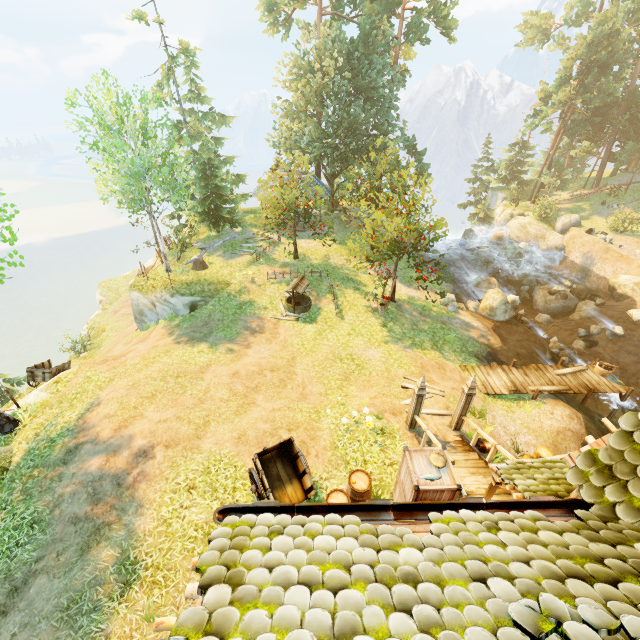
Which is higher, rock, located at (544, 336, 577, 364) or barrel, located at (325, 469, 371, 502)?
barrel, located at (325, 469, 371, 502)

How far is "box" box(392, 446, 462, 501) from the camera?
7.2m

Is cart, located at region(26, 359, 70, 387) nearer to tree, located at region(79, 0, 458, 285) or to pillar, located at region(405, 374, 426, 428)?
tree, located at region(79, 0, 458, 285)

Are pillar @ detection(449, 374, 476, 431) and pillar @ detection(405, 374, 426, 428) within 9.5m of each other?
yes

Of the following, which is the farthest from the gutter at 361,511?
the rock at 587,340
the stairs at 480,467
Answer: the rock at 587,340

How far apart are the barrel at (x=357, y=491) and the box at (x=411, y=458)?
0.6m

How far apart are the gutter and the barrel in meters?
4.7 m

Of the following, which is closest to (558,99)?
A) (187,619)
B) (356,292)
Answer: (356,292)
